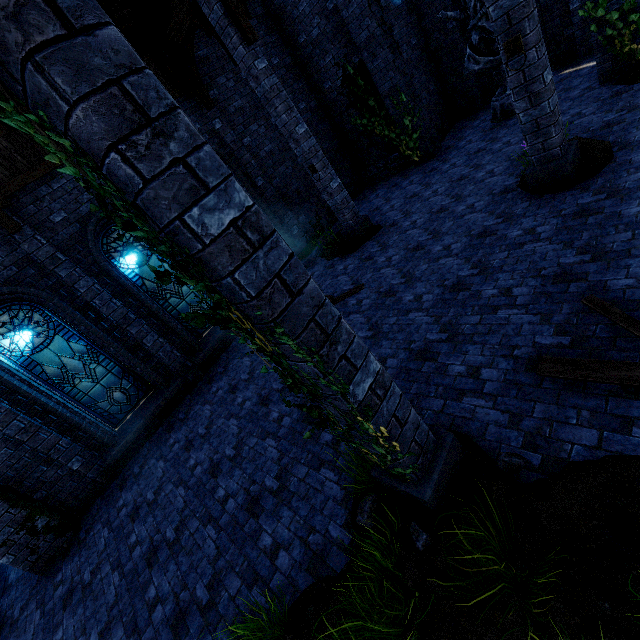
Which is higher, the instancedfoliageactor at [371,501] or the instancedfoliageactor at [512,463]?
the instancedfoliageactor at [371,501]

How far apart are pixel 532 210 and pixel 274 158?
8.3 meters

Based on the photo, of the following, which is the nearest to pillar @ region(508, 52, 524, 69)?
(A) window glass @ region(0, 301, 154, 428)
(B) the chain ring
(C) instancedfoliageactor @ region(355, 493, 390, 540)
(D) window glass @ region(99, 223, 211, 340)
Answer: (B) the chain ring

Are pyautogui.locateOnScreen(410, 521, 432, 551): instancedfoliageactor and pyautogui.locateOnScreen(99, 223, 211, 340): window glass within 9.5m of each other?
yes

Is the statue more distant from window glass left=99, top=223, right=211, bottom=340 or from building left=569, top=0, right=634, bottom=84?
window glass left=99, top=223, right=211, bottom=340

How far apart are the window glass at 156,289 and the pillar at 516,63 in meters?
8.4 m

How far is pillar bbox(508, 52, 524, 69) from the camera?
4.89m

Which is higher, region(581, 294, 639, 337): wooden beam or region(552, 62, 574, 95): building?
region(581, 294, 639, 337): wooden beam
